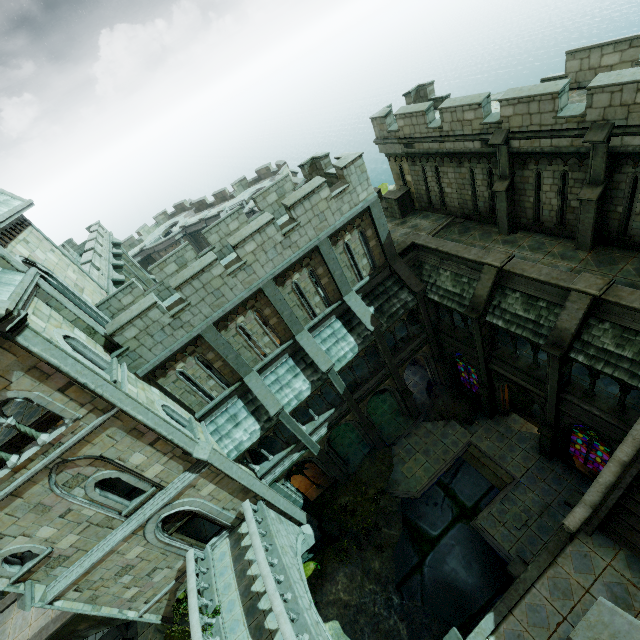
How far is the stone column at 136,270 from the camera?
18.98m

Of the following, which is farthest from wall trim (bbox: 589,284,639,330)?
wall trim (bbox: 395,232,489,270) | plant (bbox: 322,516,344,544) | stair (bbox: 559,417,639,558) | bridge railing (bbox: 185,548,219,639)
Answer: bridge railing (bbox: 185,548,219,639)

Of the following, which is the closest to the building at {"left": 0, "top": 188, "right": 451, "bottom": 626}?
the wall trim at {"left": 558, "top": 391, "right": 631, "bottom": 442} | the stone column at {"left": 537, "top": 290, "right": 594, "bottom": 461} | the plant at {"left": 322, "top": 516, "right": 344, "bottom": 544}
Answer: the plant at {"left": 322, "top": 516, "right": 344, "bottom": 544}

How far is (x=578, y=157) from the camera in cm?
1171

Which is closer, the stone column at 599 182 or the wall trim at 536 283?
the stone column at 599 182

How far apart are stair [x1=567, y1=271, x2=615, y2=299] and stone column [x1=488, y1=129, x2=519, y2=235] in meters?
4.7 m

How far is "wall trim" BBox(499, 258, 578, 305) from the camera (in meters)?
11.96

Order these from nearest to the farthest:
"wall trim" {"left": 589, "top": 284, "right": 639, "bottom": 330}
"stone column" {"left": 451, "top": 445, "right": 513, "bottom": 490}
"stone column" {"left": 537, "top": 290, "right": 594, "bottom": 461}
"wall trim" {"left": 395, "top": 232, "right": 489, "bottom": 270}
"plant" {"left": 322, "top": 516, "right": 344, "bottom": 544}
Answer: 1. "wall trim" {"left": 589, "top": 284, "right": 639, "bottom": 330}
2. "stone column" {"left": 537, "top": 290, "right": 594, "bottom": 461}
3. "wall trim" {"left": 395, "top": 232, "right": 489, "bottom": 270}
4. "stone column" {"left": 451, "top": 445, "right": 513, "bottom": 490}
5. "plant" {"left": 322, "top": 516, "right": 344, "bottom": 544}
